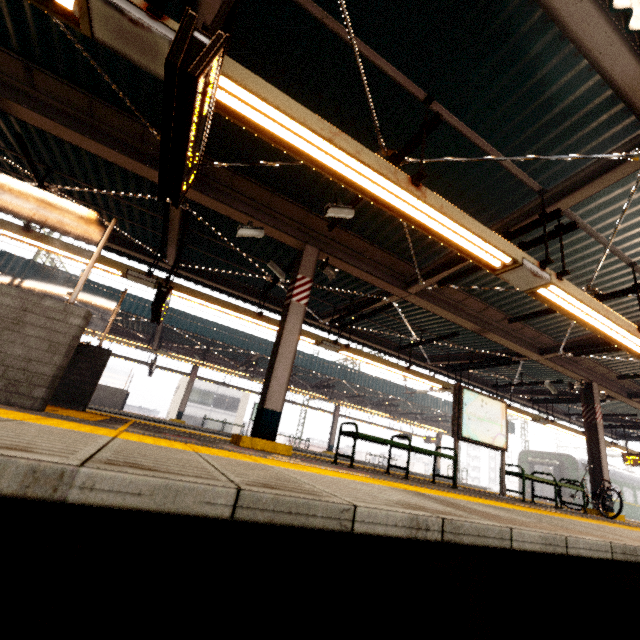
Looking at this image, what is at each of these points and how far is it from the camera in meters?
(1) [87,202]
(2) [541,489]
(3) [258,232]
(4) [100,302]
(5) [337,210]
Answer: (1) awning structure, 7.5
(2) train, 22.7
(3) cctv camera, 5.7
(4) awning structure, 13.4
(5) cctv camera, 4.8

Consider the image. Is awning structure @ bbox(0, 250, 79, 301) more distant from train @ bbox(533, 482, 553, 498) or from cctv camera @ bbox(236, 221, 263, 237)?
cctv camera @ bbox(236, 221, 263, 237)

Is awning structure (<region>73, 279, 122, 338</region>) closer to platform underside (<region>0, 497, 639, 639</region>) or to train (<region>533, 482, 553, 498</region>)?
train (<region>533, 482, 553, 498</region>)

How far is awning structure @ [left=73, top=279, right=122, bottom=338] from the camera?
13.25m

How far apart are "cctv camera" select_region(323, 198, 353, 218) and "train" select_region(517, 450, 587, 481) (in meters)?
25.65

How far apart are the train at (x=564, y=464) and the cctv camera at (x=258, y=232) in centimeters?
2608cm

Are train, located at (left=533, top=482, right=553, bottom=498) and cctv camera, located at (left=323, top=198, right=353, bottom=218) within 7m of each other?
no

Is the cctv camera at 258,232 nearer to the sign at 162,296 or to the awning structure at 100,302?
the sign at 162,296
